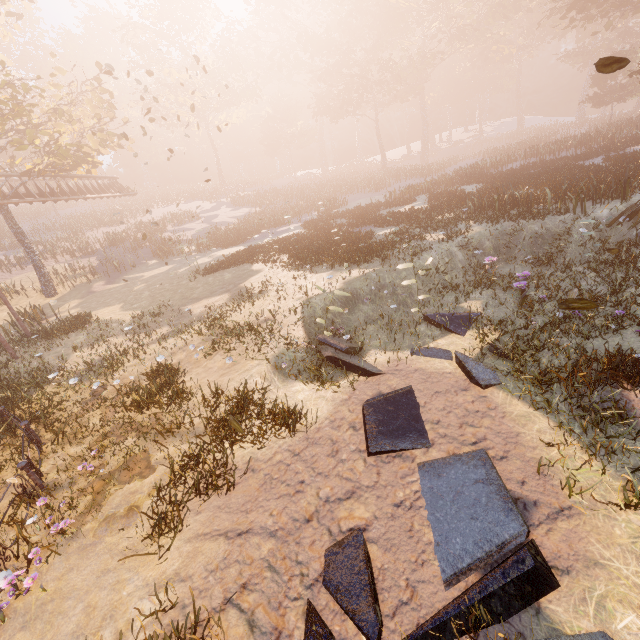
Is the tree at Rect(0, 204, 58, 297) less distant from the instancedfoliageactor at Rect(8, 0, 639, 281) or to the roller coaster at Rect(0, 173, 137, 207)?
the roller coaster at Rect(0, 173, 137, 207)

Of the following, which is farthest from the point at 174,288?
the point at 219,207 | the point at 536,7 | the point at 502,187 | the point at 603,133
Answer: the point at 536,7

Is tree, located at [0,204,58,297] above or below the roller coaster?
below

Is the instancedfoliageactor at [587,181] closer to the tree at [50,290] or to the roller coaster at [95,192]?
the tree at [50,290]

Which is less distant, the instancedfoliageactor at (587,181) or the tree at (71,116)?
the instancedfoliageactor at (587,181)

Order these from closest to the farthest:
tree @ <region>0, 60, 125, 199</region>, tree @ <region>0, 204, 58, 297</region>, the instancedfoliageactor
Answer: the instancedfoliageactor
tree @ <region>0, 60, 125, 199</region>
tree @ <region>0, 204, 58, 297</region>
